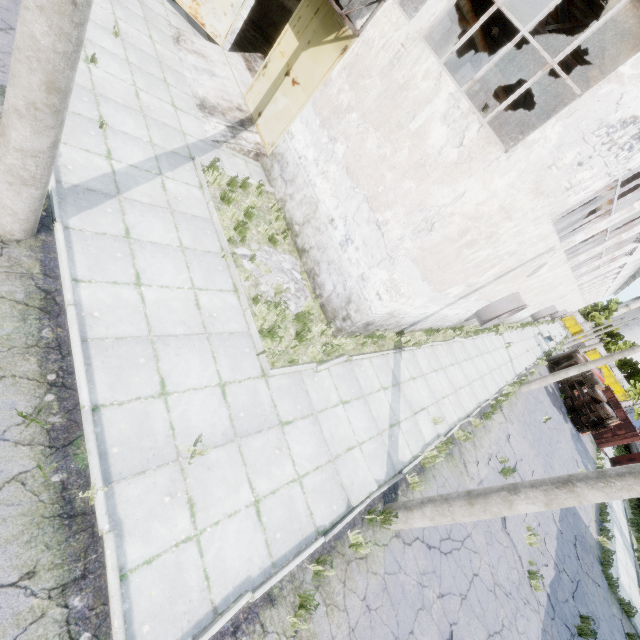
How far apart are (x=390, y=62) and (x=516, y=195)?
4.6 meters

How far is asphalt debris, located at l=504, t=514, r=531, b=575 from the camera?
10.0m

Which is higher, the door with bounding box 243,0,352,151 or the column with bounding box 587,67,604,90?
the column with bounding box 587,67,604,90

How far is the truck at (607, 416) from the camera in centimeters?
2464cm

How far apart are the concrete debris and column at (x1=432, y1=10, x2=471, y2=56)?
17.81m

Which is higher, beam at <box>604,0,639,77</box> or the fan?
beam at <box>604,0,639,77</box>

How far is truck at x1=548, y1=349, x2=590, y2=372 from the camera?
29.1m

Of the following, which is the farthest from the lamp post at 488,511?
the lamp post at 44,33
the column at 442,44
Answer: the column at 442,44
